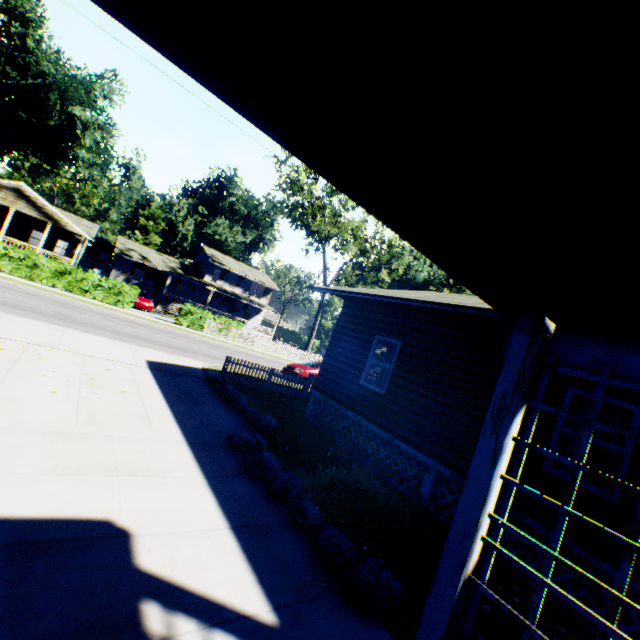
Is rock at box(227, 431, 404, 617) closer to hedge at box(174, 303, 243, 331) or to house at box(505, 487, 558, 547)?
house at box(505, 487, 558, 547)

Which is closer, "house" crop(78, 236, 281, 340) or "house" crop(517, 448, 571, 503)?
"house" crop(517, 448, 571, 503)

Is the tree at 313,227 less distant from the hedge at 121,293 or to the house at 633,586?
the hedge at 121,293

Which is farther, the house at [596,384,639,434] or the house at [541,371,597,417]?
the house at [541,371,597,417]

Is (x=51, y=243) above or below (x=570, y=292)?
below

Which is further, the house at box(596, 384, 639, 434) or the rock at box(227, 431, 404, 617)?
the house at box(596, 384, 639, 434)

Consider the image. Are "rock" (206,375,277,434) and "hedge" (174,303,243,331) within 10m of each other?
no

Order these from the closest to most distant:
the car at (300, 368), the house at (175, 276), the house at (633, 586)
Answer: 1. the house at (633, 586)
2. the car at (300, 368)
3. the house at (175, 276)
